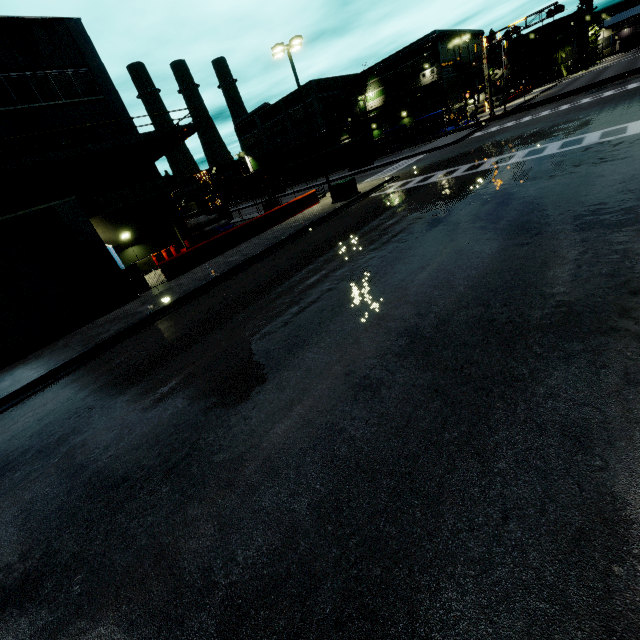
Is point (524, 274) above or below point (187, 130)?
below

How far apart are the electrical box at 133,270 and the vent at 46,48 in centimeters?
1359cm

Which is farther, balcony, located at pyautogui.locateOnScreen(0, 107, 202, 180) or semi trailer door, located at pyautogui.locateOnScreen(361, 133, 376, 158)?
semi trailer door, located at pyautogui.locateOnScreen(361, 133, 376, 158)

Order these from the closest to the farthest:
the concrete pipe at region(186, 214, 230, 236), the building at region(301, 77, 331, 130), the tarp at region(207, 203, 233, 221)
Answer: the concrete pipe at region(186, 214, 230, 236), the tarp at region(207, 203, 233, 221), the building at region(301, 77, 331, 130)

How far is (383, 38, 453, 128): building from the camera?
55.84m

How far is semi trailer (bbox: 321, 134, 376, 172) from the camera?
40.9 meters

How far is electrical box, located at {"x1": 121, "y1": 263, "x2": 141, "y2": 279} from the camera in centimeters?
1603cm

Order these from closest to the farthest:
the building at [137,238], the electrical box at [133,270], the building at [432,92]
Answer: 1. the building at [137,238]
2. the electrical box at [133,270]
3. the building at [432,92]
